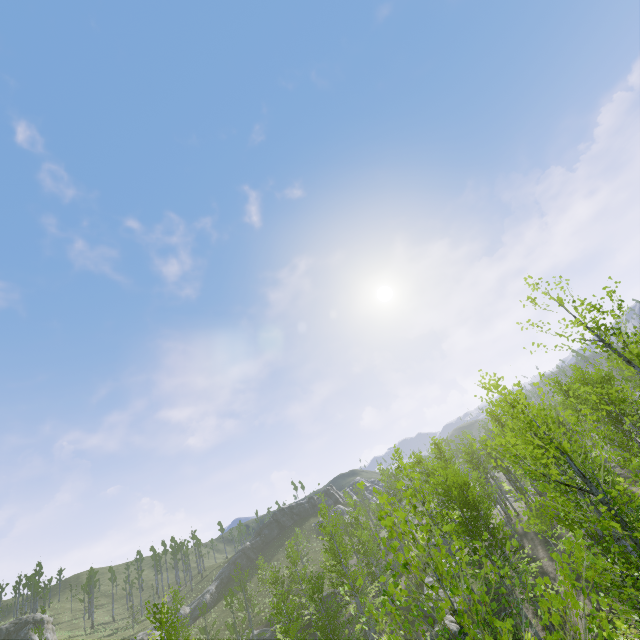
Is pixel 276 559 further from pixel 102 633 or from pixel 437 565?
pixel 437 565

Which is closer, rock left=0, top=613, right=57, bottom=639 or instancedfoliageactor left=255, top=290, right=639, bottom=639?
instancedfoliageactor left=255, top=290, right=639, bottom=639

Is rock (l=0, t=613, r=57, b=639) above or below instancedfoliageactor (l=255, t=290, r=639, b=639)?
above

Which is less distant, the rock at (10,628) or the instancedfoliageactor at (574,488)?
the instancedfoliageactor at (574,488)

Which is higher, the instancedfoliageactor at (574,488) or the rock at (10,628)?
the rock at (10,628)
